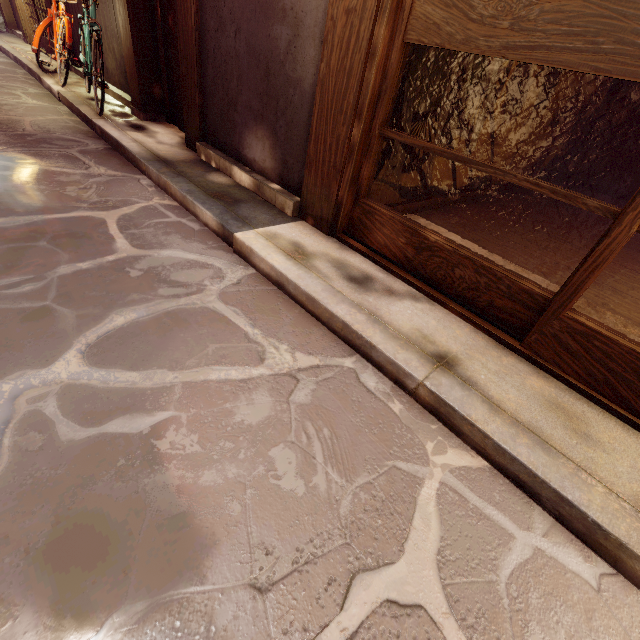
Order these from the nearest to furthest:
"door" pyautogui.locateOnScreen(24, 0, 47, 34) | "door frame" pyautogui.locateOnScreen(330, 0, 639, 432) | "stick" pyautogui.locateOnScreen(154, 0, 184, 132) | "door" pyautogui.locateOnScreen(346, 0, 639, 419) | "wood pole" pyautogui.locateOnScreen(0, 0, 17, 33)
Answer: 1. "door" pyautogui.locateOnScreen(346, 0, 639, 419)
2. "door frame" pyautogui.locateOnScreen(330, 0, 639, 432)
3. "stick" pyautogui.locateOnScreen(154, 0, 184, 132)
4. "door" pyautogui.locateOnScreen(24, 0, 47, 34)
5. "wood pole" pyautogui.locateOnScreen(0, 0, 17, 33)

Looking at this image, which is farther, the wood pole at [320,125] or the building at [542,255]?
the building at [542,255]

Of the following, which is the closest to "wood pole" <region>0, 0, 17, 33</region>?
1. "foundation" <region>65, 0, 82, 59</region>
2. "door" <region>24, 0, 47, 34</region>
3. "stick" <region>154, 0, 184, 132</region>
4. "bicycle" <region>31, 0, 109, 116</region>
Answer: "door" <region>24, 0, 47, 34</region>

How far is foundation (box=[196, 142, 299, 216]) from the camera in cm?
552

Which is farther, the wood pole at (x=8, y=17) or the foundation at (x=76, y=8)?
the wood pole at (x=8, y=17)

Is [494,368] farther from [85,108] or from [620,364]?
[85,108]

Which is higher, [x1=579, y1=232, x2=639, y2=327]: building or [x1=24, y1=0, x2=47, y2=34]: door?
[x1=24, y1=0, x2=47, y2=34]: door

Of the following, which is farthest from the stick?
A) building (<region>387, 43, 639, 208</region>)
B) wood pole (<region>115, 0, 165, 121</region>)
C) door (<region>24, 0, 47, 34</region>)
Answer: door (<region>24, 0, 47, 34</region>)
